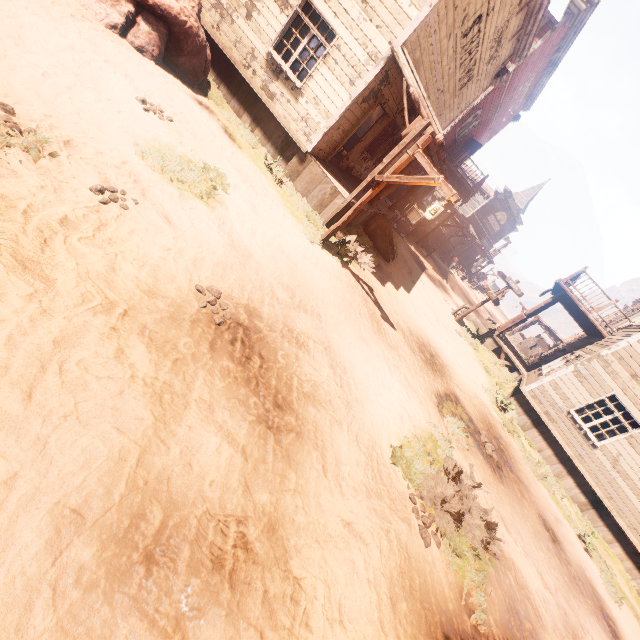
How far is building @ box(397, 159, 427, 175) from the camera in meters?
10.7

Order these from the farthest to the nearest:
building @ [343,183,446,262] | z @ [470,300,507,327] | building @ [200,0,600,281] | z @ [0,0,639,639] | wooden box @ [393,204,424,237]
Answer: z @ [470,300,507,327] → wooden box @ [393,204,424,237] → building @ [343,183,446,262] → building @ [200,0,600,281] → z @ [0,0,639,639]

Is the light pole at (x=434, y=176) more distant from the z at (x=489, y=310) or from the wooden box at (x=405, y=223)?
the wooden box at (x=405, y=223)

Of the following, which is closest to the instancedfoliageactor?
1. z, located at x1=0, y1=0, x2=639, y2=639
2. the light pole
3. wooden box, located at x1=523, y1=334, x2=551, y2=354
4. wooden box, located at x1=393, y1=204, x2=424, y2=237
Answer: z, located at x1=0, y1=0, x2=639, y2=639

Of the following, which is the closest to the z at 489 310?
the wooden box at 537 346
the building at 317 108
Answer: the building at 317 108

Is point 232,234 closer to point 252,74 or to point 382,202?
point 252,74

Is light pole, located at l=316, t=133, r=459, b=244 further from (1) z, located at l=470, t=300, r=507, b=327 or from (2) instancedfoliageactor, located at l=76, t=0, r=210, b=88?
A: (2) instancedfoliageactor, located at l=76, t=0, r=210, b=88

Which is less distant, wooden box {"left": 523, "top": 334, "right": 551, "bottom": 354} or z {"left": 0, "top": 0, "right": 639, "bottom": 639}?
z {"left": 0, "top": 0, "right": 639, "bottom": 639}
